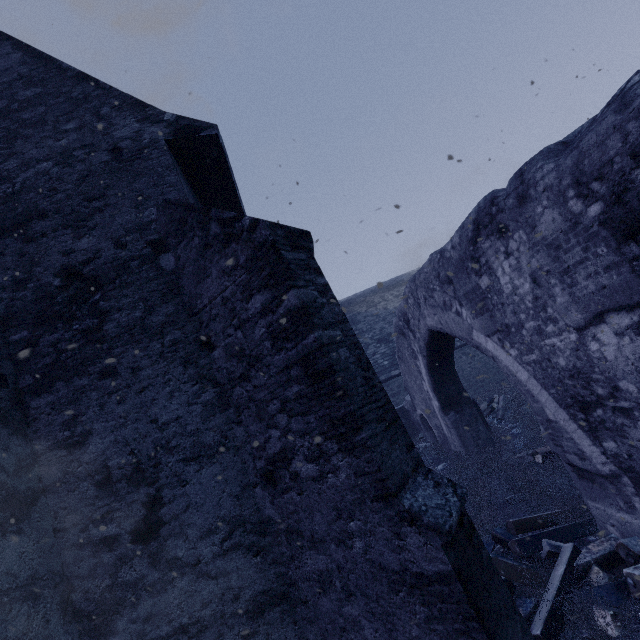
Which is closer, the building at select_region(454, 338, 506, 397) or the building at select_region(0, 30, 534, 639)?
the building at select_region(0, 30, 534, 639)

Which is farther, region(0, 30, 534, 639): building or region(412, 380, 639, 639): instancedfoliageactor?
region(412, 380, 639, 639): instancedfoliageactor

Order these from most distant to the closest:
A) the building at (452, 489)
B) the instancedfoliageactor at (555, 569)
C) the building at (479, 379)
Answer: the building at (479, 379) → the instancedfoliageactor at (555, 569) → the building at (452, 489)

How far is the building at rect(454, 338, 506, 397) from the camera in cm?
1596

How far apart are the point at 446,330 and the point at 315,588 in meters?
4.7

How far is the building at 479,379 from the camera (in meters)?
15.96

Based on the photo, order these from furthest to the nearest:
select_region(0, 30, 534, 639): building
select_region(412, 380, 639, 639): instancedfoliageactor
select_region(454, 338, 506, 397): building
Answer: select_region(454, 338, 506, 397): building
select_region(412, 380, 639, 639): instancedfoliageactor
select_region(0, 30, 534, 639): building
